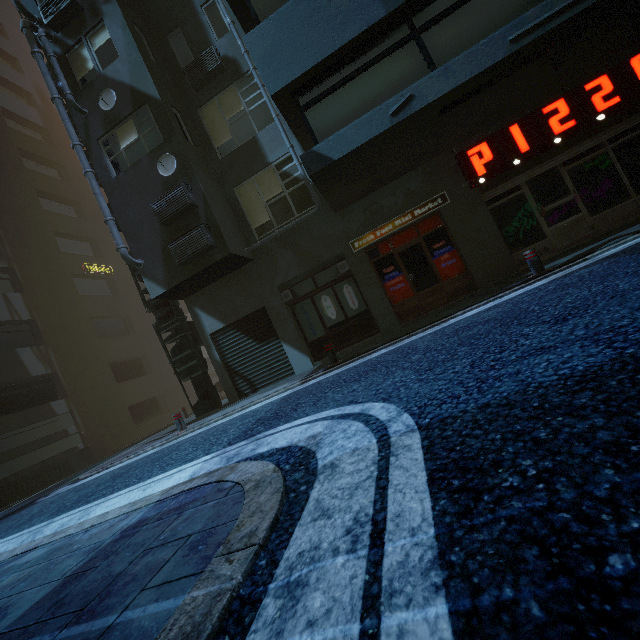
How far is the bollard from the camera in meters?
6.8

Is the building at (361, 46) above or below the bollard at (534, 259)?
above

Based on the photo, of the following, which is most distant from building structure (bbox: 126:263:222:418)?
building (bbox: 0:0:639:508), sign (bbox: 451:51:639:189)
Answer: sign (bbox: 451:51:639:189)

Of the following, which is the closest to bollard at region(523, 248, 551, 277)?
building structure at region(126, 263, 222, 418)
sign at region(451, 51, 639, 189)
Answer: sign at region(451, 51, 639, 189)

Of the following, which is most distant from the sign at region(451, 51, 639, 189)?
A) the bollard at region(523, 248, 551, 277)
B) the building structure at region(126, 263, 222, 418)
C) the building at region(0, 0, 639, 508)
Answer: the building structure at region(126, 263, 222, 418)

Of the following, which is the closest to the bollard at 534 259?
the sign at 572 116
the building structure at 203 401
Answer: the sign at 572 116

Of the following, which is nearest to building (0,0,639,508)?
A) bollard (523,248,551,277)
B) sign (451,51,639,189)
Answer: sign (451,51,639,189)

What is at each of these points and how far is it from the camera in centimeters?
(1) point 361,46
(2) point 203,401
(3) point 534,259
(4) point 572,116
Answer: (1) building, 676cm
(2) building structure, 1125cm
(3) bollard, 686cm
(4) sign, 802cm
